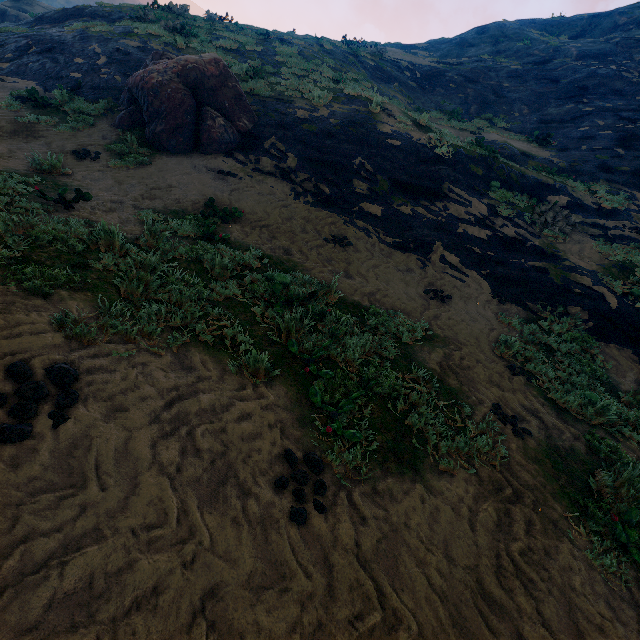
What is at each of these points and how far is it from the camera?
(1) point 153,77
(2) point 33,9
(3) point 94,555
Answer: (1) instancedfoliageactor, 9.4m
(2) instancedfoliageactor, 28.0m
(3) z, 1.7m

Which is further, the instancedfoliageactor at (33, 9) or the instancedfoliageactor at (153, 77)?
the instancedfoliageactor at (33, 9)

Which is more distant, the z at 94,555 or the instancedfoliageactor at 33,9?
the instancedfoliageactor at 33,9

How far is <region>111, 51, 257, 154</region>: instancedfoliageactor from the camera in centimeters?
941cm

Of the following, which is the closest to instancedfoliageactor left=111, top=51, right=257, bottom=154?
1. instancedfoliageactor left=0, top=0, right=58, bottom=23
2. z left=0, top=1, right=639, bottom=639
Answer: z left=0, top=1, right=639, bottom=639

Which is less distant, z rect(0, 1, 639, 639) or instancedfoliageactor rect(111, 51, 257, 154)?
z rect(0, 1, 639, 639)

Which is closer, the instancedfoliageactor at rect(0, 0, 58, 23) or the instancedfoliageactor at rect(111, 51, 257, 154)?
the instancedfoliageactor at rect(111, 51, 257, 154)
